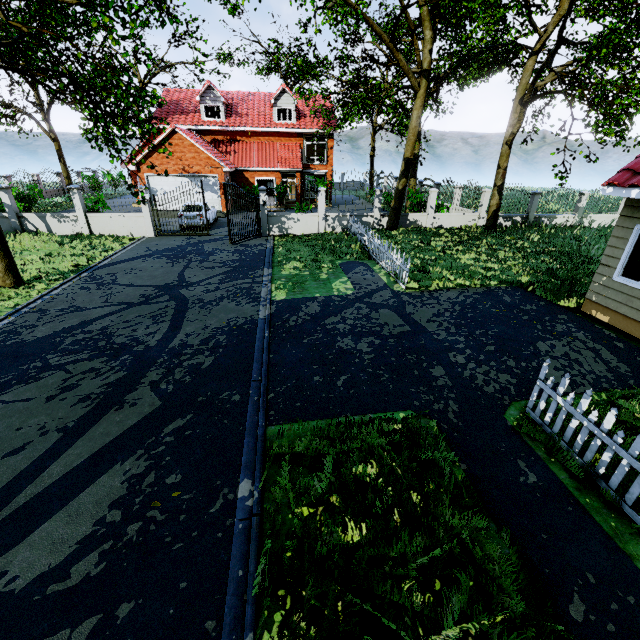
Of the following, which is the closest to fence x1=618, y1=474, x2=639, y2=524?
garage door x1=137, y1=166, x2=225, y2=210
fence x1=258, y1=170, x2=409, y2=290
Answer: fence x1=258, y1=170, x2=409, y2=290

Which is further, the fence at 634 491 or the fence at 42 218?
the fence at 42 218

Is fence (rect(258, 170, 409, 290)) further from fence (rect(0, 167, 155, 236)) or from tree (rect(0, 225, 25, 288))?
fence (rect(0, 167, 155, 236))

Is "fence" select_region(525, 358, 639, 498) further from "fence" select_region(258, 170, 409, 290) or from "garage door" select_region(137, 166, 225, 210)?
"garage door" select_region(137, 166, 225, 210)

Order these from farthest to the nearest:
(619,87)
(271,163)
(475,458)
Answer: (271,163) < (619,87) < (475,458)

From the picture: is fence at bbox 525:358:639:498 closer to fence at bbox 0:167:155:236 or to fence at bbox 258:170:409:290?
fence at bbox 258:170:409:290

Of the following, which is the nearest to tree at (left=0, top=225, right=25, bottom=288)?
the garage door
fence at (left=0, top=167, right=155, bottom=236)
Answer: fence at (left=0, top=167, right=155, bottom=236)

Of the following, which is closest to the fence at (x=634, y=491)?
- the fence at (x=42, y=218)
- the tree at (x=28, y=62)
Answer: the tree at (x=28, y=62)
